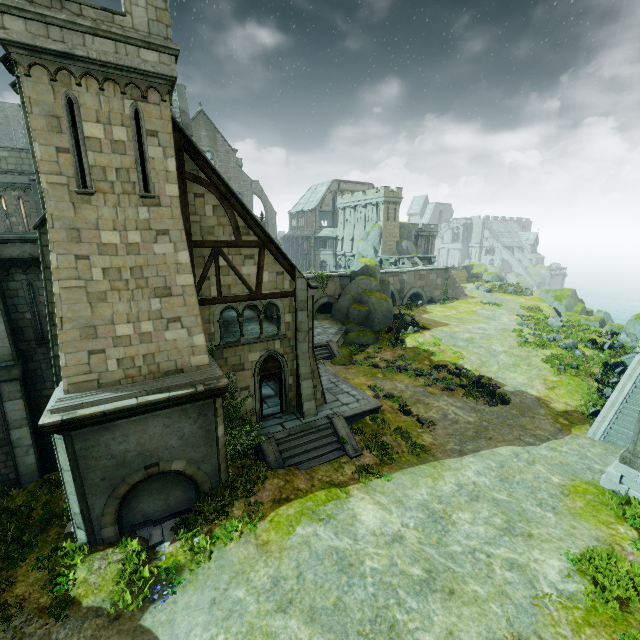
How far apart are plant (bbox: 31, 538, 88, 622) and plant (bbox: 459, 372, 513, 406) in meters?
22.0 m

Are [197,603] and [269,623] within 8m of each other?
yes

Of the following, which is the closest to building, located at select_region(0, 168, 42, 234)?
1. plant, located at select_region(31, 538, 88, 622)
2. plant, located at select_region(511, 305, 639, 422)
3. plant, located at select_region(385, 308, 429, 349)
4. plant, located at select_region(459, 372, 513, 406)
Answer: plant, located at select_region(31, 538, 88, 622)

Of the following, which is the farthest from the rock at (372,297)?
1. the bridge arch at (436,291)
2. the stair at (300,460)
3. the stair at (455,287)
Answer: the stair at (455,287)

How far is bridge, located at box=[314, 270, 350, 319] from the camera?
37.0m

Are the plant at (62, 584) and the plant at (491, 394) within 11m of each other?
no

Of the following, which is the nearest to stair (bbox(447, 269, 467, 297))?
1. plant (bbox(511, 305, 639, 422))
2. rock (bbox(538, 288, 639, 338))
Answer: rock (bbox(538, 288, 639, 338))

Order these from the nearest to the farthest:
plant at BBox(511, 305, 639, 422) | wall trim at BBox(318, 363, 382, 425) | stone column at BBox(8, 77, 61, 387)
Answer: stone column at BBox(8, 77, 61, 387) → wall trim at BBox(318, 363, 382, 425) → plant at BBox(511, 305, 639, 422)
